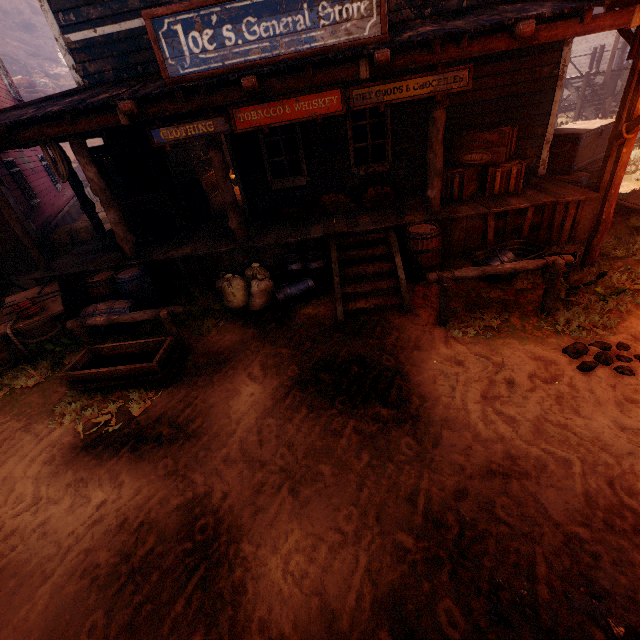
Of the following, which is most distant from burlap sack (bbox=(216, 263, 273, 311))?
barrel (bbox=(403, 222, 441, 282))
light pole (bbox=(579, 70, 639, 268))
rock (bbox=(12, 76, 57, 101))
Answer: rock (bbox=(12, 76, 57, 101))

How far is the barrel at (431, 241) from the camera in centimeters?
583cm

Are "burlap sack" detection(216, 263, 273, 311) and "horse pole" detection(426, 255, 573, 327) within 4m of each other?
yes

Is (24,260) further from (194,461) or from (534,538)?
(534,538)

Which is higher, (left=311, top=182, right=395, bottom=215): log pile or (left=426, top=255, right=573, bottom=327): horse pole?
(left=311, top=182, right=395, bottom=215): log pile

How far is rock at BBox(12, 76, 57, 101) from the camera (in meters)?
30.64

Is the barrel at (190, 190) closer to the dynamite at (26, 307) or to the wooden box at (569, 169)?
the dynamite at (26, 307)

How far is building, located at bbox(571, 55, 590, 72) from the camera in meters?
21.2
